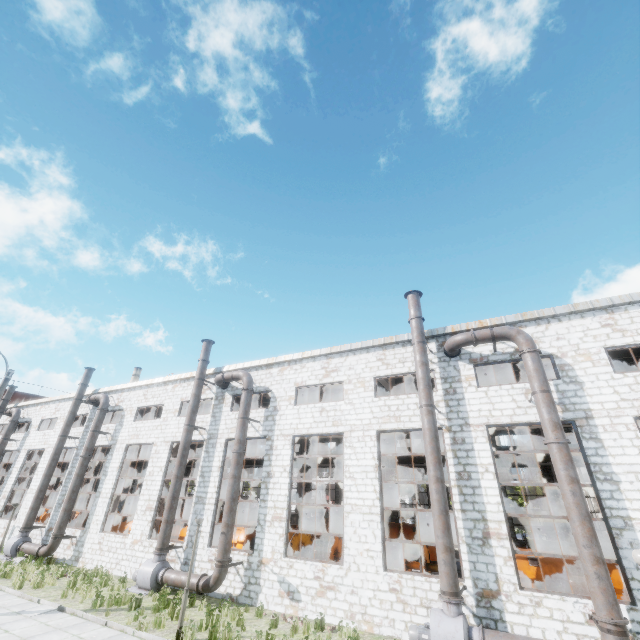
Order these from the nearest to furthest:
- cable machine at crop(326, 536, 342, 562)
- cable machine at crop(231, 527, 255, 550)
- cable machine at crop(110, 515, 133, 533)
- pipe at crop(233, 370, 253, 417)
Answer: cable machine at crop(326, 536, 342, 562)
pipe at crop(233, 370, 253, 417)
cable machine at crop(231, 527, 255, 550)
cable machine at crop(110, 515, 133, 533)

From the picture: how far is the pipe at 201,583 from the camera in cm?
1367

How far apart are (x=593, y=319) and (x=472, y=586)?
10.7m

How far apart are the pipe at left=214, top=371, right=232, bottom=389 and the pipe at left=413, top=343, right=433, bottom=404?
8.8 meters

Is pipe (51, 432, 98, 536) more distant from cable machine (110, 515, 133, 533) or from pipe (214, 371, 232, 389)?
pipe (214, 371, 232, 389)

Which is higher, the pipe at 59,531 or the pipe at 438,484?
the pipe at 438,484

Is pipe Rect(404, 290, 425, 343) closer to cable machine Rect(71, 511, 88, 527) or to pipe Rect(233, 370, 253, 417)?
pipe Rect(233, 370, 253, 417)

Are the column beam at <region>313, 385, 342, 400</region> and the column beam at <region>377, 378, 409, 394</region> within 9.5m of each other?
yes
